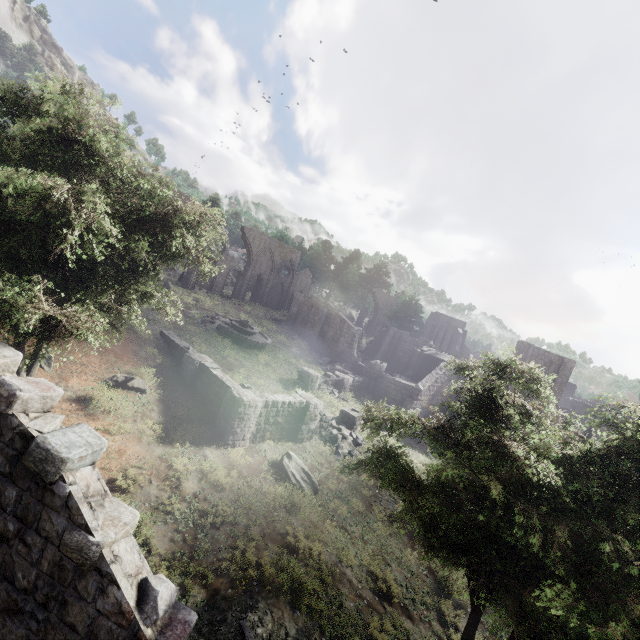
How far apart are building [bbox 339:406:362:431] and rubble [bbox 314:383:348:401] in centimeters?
257cm

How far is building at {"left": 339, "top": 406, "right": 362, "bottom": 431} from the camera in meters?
22.3 m

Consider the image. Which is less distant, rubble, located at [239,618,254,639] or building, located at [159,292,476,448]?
rubble, located at [239,618,254,639]

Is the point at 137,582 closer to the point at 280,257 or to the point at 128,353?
the point at 128,353

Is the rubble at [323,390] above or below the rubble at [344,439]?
above

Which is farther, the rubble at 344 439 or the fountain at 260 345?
the fountain at 260 345

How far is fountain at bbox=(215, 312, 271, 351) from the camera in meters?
27.7

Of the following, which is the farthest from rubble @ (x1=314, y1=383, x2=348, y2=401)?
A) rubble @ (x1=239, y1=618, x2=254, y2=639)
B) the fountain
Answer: rubble @ (x1=239, y1=618, x2=254, y2=639)
